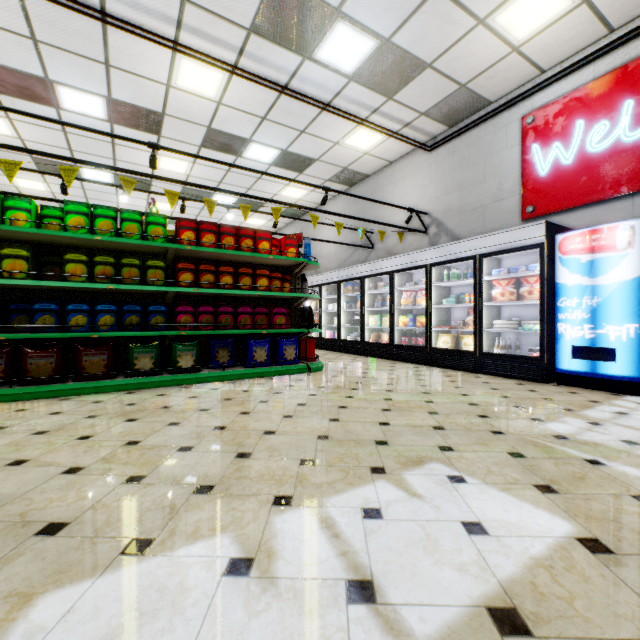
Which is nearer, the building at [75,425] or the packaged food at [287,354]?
the building at [75,425]

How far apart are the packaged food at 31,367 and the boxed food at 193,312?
0.7 meters

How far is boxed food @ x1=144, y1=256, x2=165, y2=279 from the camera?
4.2 meters

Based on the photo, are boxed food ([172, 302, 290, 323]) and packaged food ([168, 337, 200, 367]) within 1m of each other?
yes

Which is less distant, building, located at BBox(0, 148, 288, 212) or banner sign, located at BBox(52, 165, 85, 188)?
banner sign, located at BBox(52, 165, 85, 188)

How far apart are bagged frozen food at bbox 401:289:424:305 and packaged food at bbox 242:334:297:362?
2.7 meters

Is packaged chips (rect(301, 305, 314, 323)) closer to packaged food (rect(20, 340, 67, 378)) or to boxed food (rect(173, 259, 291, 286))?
boxed food (rect(173, 259, 291, 286))

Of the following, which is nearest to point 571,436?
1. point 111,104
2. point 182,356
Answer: point 182,356
